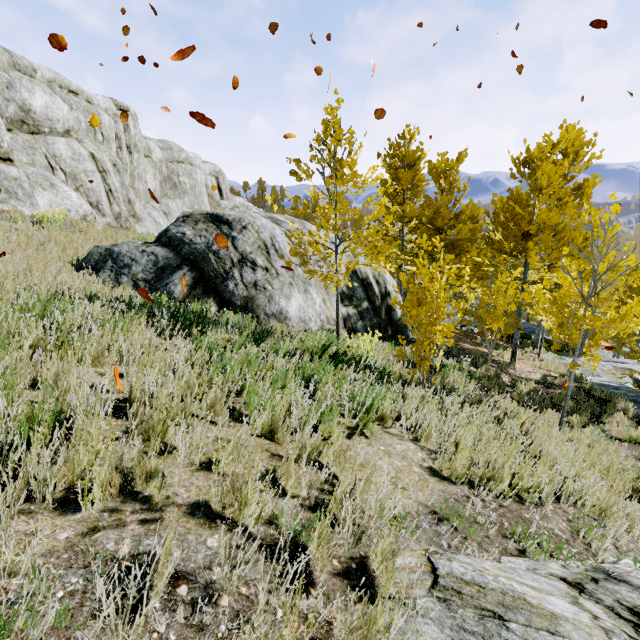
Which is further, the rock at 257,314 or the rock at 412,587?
the rock at 257,314

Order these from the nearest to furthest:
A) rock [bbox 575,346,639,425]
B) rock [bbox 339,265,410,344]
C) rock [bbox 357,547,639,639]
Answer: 1. rock [bbox 357,547,639,639]
2. rock [bbox 339,265,410,344]
3. rock [bbox 575,346,639,425]

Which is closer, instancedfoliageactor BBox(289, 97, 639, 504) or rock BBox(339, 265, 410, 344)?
instancedfoliageactor BBox(289, 97, 639, 504)

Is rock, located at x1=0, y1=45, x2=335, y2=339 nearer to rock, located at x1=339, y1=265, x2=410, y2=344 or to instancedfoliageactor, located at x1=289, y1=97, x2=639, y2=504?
instancedfoliageactor, located at x1=289, y1=97, x2=639, y2=504

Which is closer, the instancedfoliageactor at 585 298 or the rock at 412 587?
the rock at 412 587

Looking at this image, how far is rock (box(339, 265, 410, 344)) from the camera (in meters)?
9.26

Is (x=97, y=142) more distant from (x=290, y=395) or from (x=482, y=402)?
(x=482, y=402)
